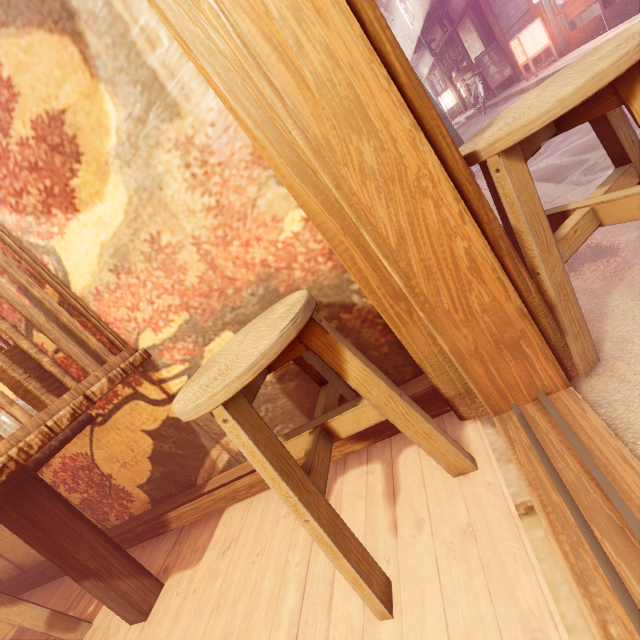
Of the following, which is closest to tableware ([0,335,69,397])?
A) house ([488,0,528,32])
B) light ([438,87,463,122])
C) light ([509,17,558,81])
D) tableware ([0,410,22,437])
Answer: tableware ([0,410,22,437])

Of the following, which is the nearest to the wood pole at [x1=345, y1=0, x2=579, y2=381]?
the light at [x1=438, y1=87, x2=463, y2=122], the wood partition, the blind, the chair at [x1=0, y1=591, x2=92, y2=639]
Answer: the wood partition

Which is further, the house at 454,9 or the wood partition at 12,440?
the house at 454,9

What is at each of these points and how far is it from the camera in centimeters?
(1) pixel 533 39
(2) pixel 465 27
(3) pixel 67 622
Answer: (1) light, 1456cm
(2) house, 2119cm
(3) chair, 286cm

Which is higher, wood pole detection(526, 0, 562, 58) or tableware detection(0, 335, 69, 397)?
wood pole detection(526, 0, 562, 58)

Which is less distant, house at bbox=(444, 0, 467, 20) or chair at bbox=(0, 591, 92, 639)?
chair at bbox=(0, 591, 92, 639)

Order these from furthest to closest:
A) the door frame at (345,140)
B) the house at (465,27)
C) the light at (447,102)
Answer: the light at (447,102) < the house at (465,27) < the door frame at (345,140)

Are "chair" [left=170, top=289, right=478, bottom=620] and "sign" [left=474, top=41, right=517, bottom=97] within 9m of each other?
no
